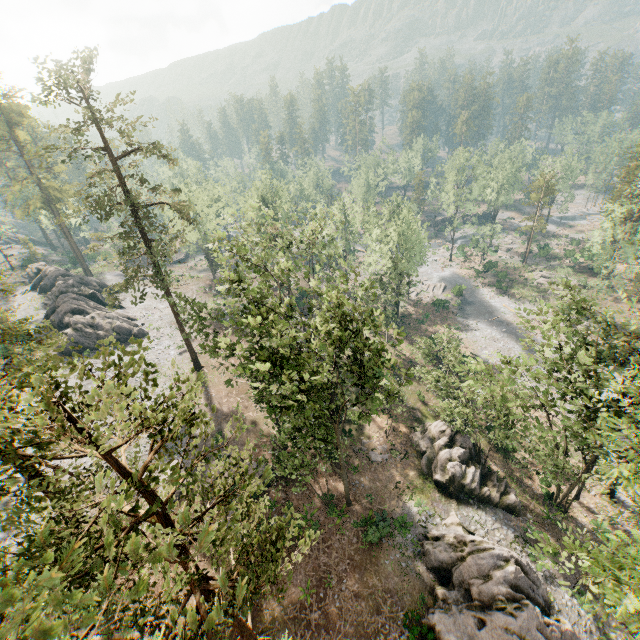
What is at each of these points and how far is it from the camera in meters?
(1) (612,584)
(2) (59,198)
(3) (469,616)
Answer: (1) foliage, 14.5
(2) foliage, 57.6
(3) rock, 19.5

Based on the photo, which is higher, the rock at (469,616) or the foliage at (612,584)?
the foliage at (612,584)

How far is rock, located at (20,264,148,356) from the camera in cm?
4056

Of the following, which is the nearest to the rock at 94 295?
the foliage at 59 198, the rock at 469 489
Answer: the foliage at 59 198

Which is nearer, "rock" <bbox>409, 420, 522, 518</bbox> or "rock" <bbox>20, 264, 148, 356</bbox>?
"rock" <bbox>409, 420, 522, 518</bbox>

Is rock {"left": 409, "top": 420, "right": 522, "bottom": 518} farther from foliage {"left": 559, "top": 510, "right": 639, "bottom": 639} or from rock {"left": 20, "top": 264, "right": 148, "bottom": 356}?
rock {"left": 20, "top": 264, "right": 148, "bottom": 356}
